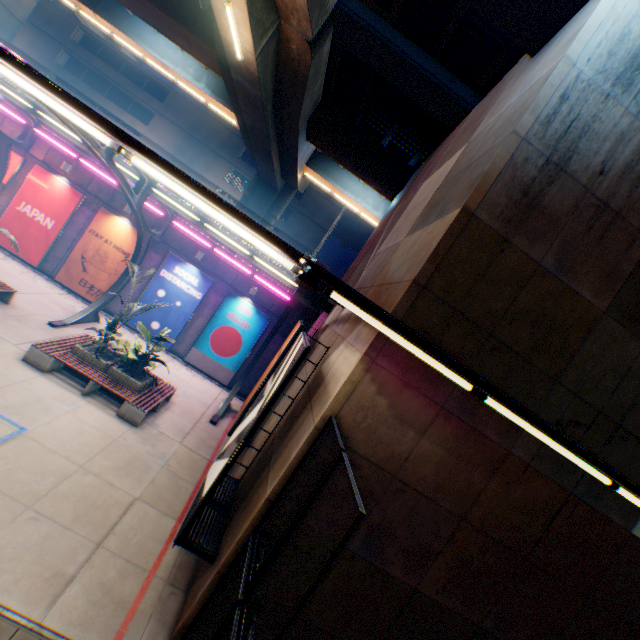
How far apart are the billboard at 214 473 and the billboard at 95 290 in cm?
1209

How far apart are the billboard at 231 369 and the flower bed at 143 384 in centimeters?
510cm

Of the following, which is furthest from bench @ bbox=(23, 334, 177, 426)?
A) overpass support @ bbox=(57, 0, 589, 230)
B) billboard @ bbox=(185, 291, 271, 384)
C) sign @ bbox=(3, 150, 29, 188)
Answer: overpass support @ bbox=(57, 0, 589, 230)

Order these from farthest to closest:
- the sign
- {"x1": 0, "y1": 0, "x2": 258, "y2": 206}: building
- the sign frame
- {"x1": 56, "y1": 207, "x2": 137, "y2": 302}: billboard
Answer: {"x1": 0, "y1": 0, "x2": 258, "y2": 206}: building → {"x1": 56, "y1": 207, "x2": 137, "y2": 302}: billboard → the sign → the sign frame

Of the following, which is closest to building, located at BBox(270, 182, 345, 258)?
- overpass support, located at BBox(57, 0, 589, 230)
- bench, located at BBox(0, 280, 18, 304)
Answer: overpass support, located at BBox(57, 0, 589, 230)

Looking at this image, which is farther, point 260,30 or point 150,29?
point 150,29

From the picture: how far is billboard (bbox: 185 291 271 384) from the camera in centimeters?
1681cm

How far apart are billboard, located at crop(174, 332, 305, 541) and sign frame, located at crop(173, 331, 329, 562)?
0.0m
